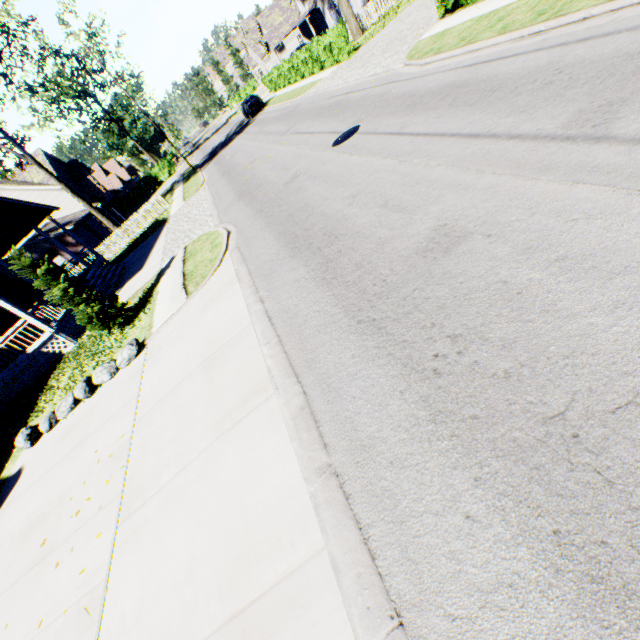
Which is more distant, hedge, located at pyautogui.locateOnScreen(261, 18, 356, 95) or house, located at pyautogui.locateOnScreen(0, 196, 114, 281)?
hedge, located at pyautogui.locateOnScreen(261, 18, 356, 95)

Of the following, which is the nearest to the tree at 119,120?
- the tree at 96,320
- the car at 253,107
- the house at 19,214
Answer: the car at 253,107

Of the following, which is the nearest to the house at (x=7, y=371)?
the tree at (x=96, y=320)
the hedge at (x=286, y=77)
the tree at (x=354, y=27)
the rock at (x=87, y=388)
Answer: the tree at (x=96, y=320)

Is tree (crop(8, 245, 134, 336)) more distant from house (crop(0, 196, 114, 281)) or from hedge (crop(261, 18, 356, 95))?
hedge (crop(261, 18, 356, 95))

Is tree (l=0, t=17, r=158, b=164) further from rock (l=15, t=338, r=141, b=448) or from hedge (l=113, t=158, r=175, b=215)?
rock (l=15, t=338, r=141, b=448)

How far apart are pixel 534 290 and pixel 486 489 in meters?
2.1

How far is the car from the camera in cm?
3250

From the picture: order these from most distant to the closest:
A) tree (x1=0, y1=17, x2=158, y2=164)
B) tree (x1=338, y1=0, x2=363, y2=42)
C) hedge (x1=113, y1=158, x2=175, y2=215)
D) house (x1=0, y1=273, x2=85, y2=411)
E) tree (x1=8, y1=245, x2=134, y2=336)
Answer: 1. hedge (x1=113, y1=158, x2=175, y2=215)
2. tree (x1=338, y1=0, x2=363, y2=42)
3. tree (x1=0, y1=17, x2=158, y2=164)
4. house (x1=0, y1=273, x2=85, y2=411)
5. tree (x1=8, y1=245, x2=134, y2=336)
